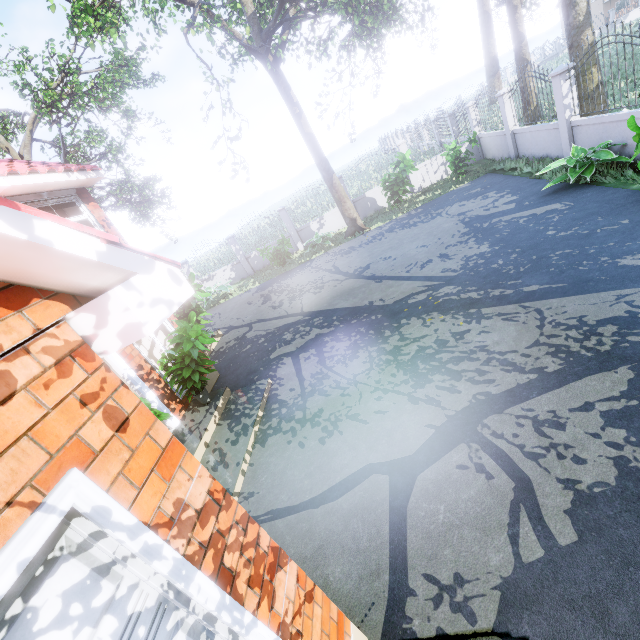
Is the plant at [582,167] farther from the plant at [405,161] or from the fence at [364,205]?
the plant at [405,161]

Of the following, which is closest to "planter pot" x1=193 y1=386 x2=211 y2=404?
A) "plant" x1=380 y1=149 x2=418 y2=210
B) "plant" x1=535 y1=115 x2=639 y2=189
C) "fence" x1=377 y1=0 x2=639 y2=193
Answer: "plant" x1=535 y1=115 x2=639 y2=189

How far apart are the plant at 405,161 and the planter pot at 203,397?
10.9 meters

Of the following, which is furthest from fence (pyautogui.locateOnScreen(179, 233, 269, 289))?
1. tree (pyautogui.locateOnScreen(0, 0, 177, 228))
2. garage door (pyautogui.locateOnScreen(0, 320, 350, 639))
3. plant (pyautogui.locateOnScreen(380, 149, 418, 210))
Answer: garage door (pyautogui.locateOnScreen(0, 320, 350, 639))

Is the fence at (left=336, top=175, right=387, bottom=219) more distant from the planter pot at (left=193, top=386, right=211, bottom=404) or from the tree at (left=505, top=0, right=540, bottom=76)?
the planter pot at (left=193, top=386, right=211, bottom=404)

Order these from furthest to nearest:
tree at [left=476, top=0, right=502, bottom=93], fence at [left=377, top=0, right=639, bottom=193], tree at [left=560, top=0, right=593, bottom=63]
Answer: tree at [left=476, top=0, right=502, bottom=93] → tree at [left=560, top=0, right=593, bottom=63] → fence at [left=377, top=0, right=639, bottom=193]

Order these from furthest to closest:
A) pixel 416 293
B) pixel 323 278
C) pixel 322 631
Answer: pixel 323 278 < pixel 416 293 < pixel 322 631

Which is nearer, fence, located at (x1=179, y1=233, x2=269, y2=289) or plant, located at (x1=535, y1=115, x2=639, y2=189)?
plant, located at (x1=535, y1=115, x2=639, y2=189)
